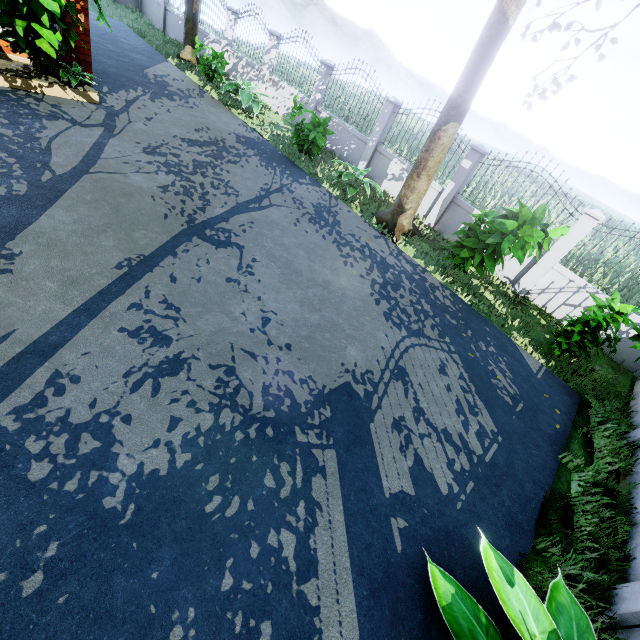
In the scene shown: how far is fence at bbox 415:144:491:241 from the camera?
8.91m

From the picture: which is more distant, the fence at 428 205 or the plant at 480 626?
the fence at 428 205

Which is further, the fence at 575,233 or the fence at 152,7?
the fence at 152,7

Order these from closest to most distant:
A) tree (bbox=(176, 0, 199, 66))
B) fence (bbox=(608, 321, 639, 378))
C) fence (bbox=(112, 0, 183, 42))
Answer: fence (bbox=(608, 321, 639, 378)) < tree (bbox=(176, 0, 199, 66)) < fence (bbox=(112, 0, 183, 42))

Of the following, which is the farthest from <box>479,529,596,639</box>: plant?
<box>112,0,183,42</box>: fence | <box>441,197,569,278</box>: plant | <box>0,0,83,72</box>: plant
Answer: <box>0,0,83,72</box>: plant

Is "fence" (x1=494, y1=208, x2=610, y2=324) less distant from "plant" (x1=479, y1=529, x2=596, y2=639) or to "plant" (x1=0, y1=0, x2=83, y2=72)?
"plant" (x1=479, y1=529, x2=596, y2=639)

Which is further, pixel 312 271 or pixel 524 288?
pixel 524 288
